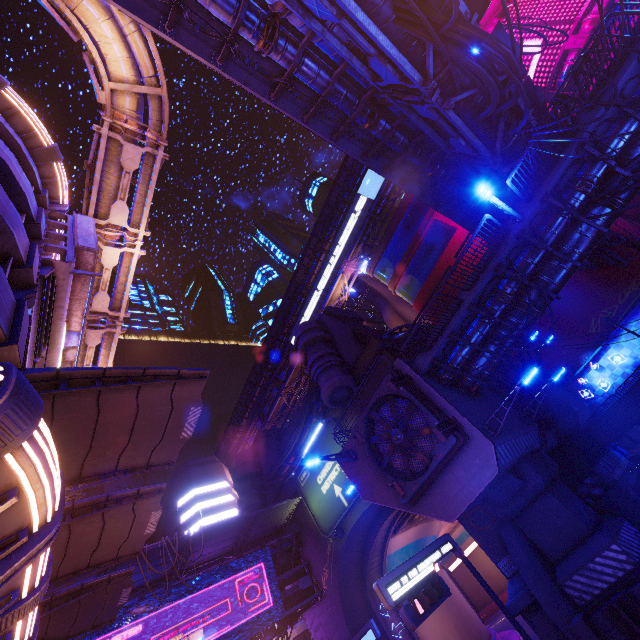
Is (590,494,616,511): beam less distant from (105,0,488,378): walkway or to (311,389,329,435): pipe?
(105,0,488,378): walkway

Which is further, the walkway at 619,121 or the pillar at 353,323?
the pillar at 353,323

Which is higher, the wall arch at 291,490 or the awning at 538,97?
the awning at 538,97

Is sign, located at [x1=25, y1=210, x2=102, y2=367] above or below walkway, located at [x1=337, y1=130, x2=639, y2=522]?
above

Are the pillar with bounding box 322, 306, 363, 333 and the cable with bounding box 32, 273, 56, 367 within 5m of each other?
no

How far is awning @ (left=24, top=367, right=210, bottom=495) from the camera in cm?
727

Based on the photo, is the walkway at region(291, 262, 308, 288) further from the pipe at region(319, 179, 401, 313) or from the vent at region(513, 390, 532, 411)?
the vent at region(513, 390, 532, 411)

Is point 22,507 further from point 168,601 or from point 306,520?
point 306,520
